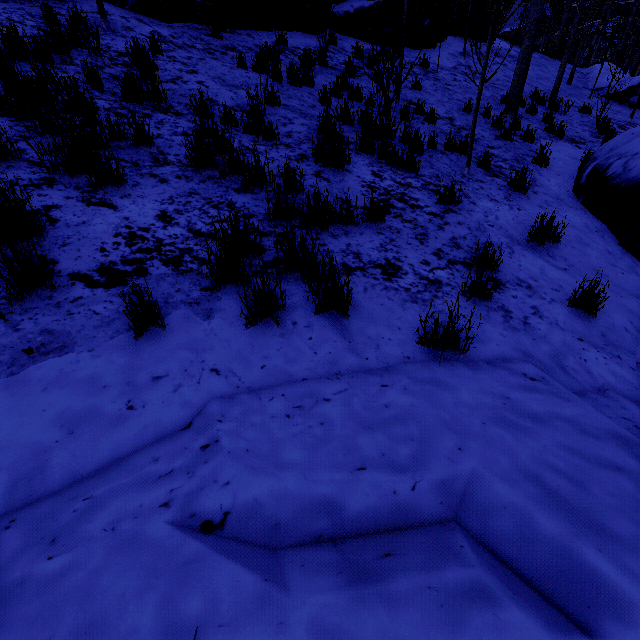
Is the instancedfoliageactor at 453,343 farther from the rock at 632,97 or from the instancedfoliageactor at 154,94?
the rock at 632,97

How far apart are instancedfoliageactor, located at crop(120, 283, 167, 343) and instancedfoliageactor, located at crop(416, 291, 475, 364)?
1.7m

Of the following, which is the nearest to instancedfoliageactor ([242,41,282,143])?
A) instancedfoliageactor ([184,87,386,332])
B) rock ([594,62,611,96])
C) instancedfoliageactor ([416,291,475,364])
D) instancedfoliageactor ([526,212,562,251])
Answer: rock ([594,62,611,96])

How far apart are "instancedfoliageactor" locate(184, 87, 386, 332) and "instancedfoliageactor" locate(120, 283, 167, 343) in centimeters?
44cm

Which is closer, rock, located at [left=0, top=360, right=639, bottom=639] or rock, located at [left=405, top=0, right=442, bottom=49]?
rock, located at [left=0, top=360, right=639, bottom=639]

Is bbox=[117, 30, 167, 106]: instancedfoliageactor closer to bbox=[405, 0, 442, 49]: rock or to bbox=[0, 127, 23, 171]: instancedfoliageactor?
bbox=[0, 127, 23, 171]: instancedfoliageactor

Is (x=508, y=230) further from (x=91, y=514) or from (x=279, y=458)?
(x=91, y=514)

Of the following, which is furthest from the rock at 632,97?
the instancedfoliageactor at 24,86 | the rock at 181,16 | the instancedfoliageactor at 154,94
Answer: the instancedfoliageactor at 24,86
